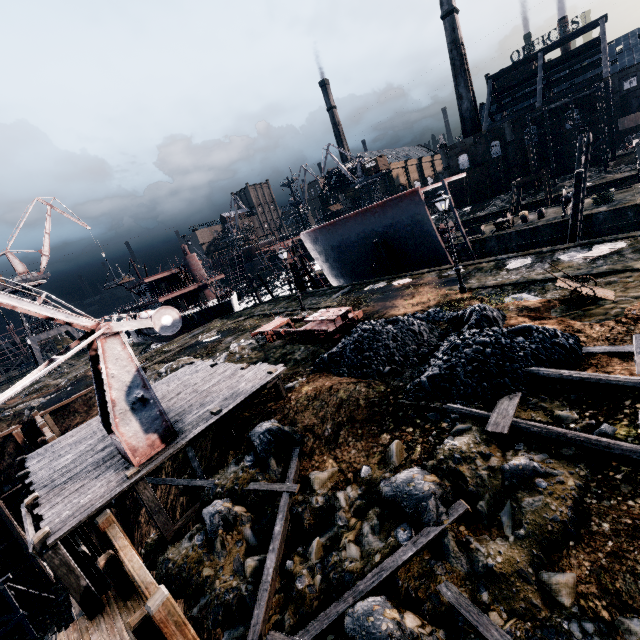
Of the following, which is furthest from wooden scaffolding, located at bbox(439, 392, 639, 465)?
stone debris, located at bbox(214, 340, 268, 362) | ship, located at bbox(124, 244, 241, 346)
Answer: ship, located at bbox(124, 244, 241, 346)

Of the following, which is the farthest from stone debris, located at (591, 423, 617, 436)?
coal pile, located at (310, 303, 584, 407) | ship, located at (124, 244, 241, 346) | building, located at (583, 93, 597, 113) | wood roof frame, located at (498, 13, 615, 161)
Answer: wood roof frame, located at (498, 13, 615, 161)

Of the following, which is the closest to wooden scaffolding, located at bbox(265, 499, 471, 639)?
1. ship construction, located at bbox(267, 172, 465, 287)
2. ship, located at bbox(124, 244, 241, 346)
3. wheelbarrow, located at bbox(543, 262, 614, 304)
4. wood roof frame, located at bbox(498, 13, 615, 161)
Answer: wheelbarrow, located at bbox(543, 262, 614, 304)

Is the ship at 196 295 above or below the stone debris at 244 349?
above

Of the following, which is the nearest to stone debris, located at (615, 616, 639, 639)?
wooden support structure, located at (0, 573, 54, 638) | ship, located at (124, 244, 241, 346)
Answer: wooden support structure, located at (0, 573, 54, 638)

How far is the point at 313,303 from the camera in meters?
30.5 m

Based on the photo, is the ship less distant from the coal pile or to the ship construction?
the ship construction

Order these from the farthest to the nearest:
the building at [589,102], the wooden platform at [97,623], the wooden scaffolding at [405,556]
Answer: the building at [589,102] → the wooden platform at [97,623] → the wooden scaffolding at [405,556]
